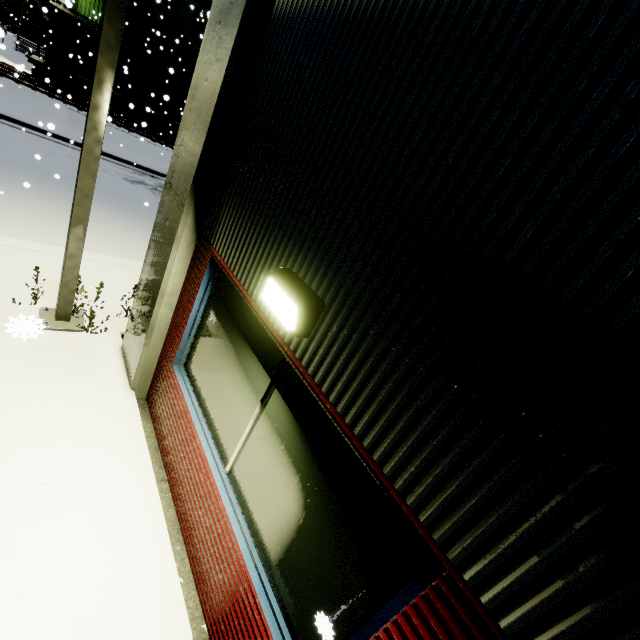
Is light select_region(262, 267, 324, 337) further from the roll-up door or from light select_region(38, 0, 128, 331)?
the roll-up door

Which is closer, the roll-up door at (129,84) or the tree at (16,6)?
the roll-up door at (129,84)

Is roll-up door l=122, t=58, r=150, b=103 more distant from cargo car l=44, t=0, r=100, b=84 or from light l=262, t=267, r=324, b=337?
light l=262, t=267, r=324, b=337

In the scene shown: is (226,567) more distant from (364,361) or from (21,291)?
(21,291)

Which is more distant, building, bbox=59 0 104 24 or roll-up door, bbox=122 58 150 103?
roll-up door, bbox=122 58 150 103

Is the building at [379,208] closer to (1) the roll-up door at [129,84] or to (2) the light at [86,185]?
(1) the roll-up door at [129,84]

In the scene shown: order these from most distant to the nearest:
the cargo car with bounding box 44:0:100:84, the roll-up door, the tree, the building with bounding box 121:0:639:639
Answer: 1. the tree
2. the roll-up door
3. the cargo car with bounding box 44:0:100:84
4. the building with bounding box 121:0:639:639

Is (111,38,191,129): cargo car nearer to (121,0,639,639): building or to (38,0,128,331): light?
(121,0,639,639): building
